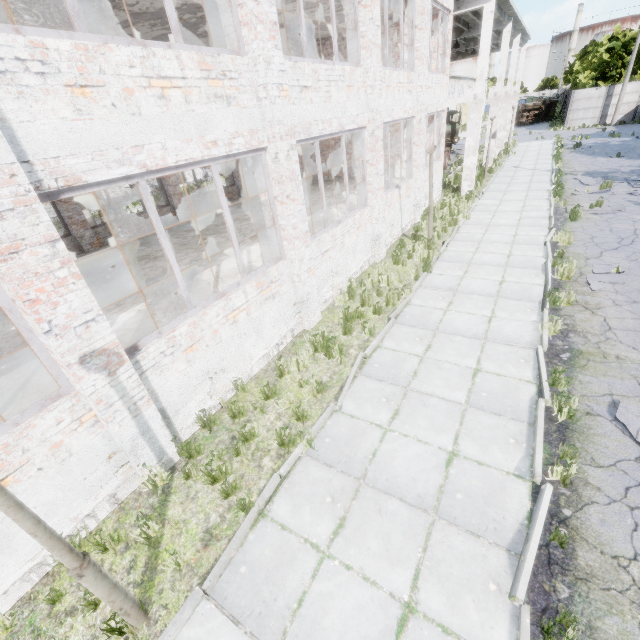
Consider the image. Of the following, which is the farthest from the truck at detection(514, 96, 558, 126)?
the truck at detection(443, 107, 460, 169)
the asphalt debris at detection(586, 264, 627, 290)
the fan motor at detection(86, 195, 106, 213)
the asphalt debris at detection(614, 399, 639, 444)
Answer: the asphalt debris at detection(614, 399, 639, 444)

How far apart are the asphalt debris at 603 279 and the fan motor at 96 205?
34.3 meters

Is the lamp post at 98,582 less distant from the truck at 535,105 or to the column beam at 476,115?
the column beam at 476,115

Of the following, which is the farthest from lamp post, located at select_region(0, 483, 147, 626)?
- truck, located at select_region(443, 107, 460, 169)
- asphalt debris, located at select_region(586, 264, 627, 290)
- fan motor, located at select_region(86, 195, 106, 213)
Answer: fan motor, located at select_region(86, 195, 106, 213)

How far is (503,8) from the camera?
16.12m

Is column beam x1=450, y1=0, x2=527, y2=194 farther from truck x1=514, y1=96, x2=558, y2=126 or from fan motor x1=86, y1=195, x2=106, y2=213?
truck x1=514, y1=96, x2=558, y2=126

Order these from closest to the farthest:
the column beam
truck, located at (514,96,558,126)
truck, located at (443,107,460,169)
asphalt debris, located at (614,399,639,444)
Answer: asphalt debris, located at (614,399,639,444) < the column beam < truck, located at (443,107,460,169) < truck, located at (514,96,558,126)

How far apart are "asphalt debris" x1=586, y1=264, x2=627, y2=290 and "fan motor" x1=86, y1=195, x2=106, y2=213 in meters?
34.3
